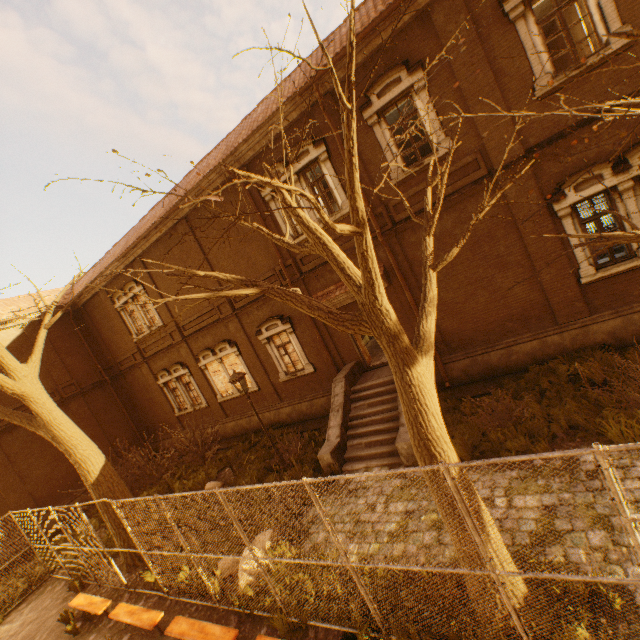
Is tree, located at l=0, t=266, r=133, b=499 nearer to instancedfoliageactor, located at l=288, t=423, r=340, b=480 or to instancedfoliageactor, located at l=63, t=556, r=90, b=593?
instancedfoliageactor, located at l=63, t=556, r=90, b=593

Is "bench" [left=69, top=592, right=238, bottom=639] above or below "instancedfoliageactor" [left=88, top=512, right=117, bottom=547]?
above

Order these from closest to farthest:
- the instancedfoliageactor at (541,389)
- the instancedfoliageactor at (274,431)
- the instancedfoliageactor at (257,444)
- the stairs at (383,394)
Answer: the instancedfoliageactor at (541,389) → the stairs at (383,394) → the instancedfoliageactor at (257,444) → the instancedfoliageactor at (274,431)

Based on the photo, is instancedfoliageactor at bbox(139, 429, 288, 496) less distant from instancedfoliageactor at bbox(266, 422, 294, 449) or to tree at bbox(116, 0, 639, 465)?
instancedfoliageactor at bbox(266, 422, 294, 449)

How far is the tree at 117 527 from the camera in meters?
10.1

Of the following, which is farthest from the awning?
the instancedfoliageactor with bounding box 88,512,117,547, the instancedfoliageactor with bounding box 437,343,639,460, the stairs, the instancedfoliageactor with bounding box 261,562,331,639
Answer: the instancedfoliageactor with bounding box 88,512,117,547

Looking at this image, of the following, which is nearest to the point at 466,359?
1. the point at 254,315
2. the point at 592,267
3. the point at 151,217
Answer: the point at 592,267

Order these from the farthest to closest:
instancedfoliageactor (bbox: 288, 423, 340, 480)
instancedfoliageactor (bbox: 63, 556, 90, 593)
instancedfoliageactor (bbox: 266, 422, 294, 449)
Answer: instancedfoliageactor (bbox: 266, 422, 294, 449) < instancedfoliageactor (bbox: 63, 556, 90, 593) < instancedfoliageactor (bbox: 288, 423, 340, 480)
